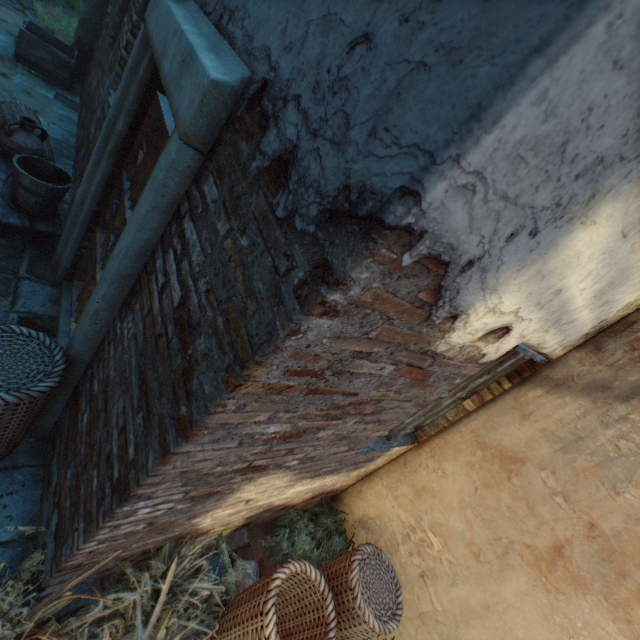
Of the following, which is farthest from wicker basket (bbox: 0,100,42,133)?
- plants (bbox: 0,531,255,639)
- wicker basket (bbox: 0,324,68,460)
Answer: plants (bbox: 0,531,255,639)

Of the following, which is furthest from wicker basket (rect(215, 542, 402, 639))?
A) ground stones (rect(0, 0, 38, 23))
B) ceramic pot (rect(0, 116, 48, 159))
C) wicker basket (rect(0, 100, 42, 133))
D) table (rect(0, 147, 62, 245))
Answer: ground stones (rect(0, 0, 38, 23))

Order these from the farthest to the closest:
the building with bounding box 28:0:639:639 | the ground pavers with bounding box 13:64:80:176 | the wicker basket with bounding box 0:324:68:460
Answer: the ground pavers with bounding box 13:64:80:176, the wicker basket with bounding box 0:324:68:460, the building with bounding box 28:0:639:639

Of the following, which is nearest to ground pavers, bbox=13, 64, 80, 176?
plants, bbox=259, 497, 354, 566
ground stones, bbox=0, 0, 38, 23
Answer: ground stones, bbox=0, 0, 38, 23

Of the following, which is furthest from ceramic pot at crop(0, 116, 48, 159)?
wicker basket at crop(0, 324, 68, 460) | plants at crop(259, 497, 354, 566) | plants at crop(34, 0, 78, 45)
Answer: plants at crop(34, 0, 78, 45)

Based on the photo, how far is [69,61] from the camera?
5.9 meters

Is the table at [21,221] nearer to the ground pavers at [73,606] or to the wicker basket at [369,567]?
the ground pavers at [73,606]

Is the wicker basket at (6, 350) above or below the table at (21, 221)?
above
